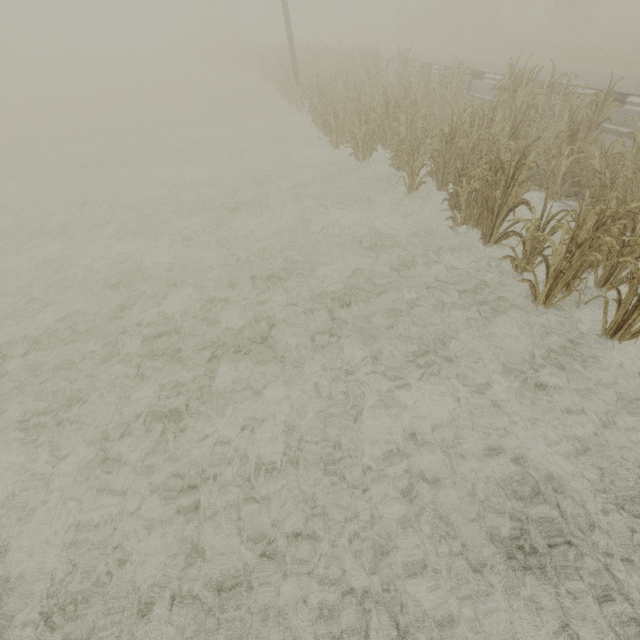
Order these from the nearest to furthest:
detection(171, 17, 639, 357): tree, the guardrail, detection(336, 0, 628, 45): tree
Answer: detection(171, 17, 639, 357): tree, the guardrail, detection(336, 0, 628, 45): tree

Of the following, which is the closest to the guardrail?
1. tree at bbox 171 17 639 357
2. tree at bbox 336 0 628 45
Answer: tree at bbox 336 0 628 45

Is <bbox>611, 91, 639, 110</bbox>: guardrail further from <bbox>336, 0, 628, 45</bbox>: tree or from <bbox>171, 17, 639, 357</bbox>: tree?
<bbox>171, 17, 639, 357</bbox>: tree

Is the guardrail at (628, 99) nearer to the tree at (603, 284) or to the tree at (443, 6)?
the tree at (443, 6)

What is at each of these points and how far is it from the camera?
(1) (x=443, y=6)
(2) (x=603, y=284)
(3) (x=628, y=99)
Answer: (1) tree, 30.6 meters
(2) tree, 4.9 meters
(3) guardrail, 8.5 meters
